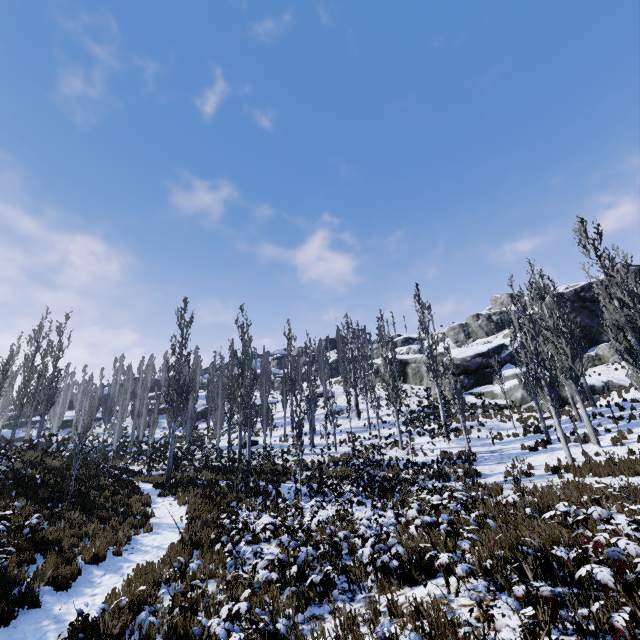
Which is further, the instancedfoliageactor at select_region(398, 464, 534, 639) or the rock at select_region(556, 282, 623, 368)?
the rock at select_region(556, 282, 623, 368)

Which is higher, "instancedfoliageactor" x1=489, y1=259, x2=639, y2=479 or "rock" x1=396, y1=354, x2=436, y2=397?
"rock" x1=396, y1=354, x2=436, y2=397

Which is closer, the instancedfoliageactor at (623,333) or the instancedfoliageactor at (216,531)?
the instancedfoliageactor at (216,531)

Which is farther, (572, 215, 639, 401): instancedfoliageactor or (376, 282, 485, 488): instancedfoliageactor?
(376, 282, 485, 488): instancedfoliageactor

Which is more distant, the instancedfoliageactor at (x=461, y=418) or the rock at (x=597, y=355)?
the rock at (x=597, y=355)

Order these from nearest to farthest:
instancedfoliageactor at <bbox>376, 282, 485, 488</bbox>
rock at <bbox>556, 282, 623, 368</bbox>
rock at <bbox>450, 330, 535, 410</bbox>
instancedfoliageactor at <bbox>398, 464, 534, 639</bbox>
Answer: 1. instancedfoliageactor at <bbox>398, 464, 534, 639</bbox>
2. instancedfoliageactor at <bbox>376, 282, 485, 488</bbox>
3. rock at <bbox>450, 330, 535, 410</bbox>
4. rock at <bbox>556, 282, 623, 368</bbox>

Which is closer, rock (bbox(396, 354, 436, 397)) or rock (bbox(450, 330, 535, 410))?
rock (bbox(450, 330, 535, 410))

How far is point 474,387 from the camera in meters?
33.4
